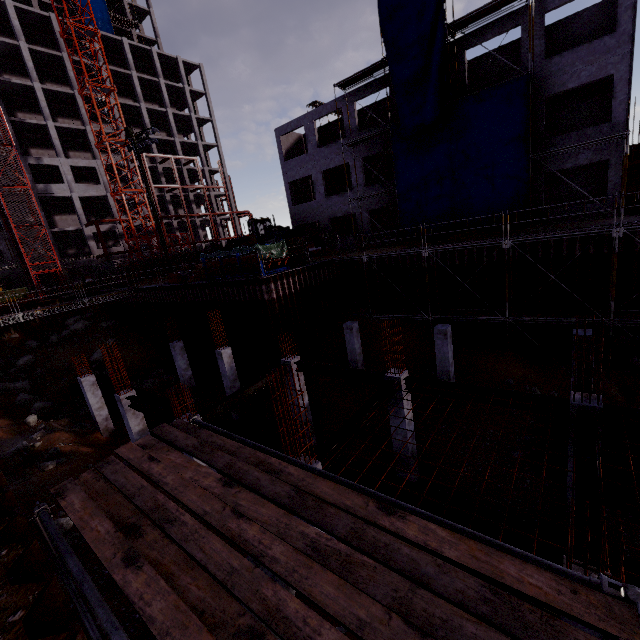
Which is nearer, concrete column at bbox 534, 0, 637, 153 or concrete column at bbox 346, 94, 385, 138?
concrete column at bbox 534, 0, 637, 153

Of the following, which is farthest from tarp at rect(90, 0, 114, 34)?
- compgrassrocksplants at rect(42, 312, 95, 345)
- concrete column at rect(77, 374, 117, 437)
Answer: concrete column at rect(77, 374, 117, 437)

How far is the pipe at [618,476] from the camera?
9.4 meters

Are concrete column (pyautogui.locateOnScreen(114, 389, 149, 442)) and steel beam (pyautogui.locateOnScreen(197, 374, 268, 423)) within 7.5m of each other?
yes

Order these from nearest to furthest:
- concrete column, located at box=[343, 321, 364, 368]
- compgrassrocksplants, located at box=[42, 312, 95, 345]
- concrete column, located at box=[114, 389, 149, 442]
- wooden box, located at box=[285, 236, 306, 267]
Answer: concrete column, located at box=[114, 389, 149, 442] < concrete column, located at box=[343, 321, 364, 368] < wooden box, located at box=[285, 236, 306, 267] < compgrassrocksplants, located at box=[42, 312, 95, 345]

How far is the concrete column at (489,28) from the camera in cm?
1781

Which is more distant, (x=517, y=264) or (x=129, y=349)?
(x=129, y=349)

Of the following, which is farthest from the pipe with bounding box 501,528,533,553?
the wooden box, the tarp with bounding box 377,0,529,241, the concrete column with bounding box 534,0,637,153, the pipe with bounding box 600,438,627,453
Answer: the concrete column with bounding box 534,0,637,153
